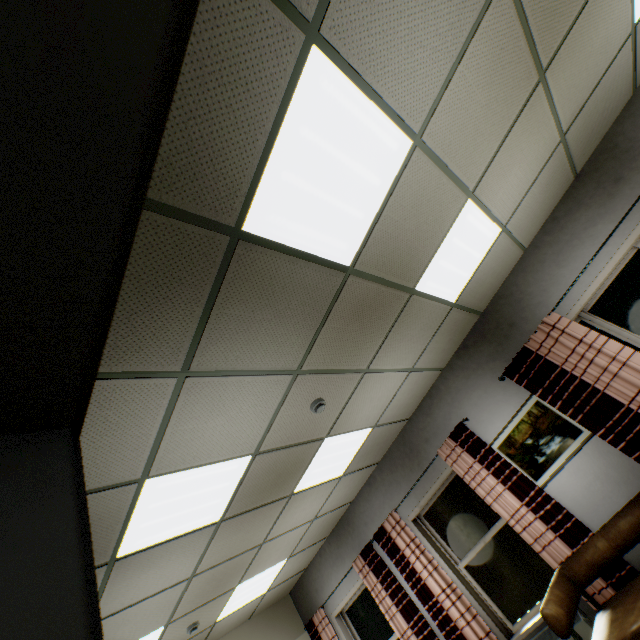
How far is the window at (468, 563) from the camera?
4.0 meters

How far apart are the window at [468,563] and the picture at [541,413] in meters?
0.7 m

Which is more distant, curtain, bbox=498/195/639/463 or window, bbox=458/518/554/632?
window, bbox=458/518/554/632

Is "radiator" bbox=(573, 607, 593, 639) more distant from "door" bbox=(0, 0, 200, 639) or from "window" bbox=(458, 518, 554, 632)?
"door" bbox=(0, 0, 200, 639)

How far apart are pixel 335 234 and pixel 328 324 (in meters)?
0.80

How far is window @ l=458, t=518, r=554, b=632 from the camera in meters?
4.0 m

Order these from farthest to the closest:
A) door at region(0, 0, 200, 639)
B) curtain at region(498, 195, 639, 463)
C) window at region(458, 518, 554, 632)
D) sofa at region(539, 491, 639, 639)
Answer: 1. window at region(458, 518, 554, 632)
2. curtain at region(498, 195, 639, 463)
3. sofa at region(539, 491, 639, 639)
4. door at region(0, 0, 200, 639)

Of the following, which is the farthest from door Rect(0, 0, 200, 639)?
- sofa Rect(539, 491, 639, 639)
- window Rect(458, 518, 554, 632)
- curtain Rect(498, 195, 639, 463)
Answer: window Rect(458, 518, 554, 632)
